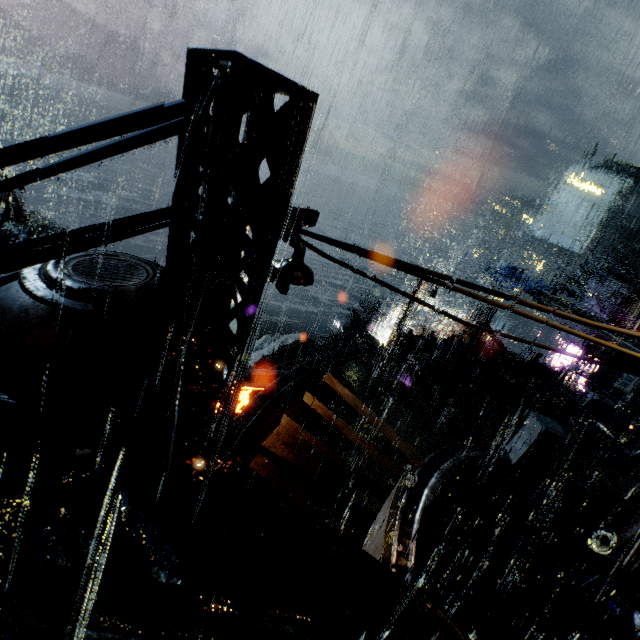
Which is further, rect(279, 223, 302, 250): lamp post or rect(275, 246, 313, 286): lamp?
rect(275, 246, 313, 286): lamp

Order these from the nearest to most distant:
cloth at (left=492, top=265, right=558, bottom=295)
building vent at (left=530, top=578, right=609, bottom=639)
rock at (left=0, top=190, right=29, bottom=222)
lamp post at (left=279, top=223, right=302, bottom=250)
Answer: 1. lamp post at (left=279, top=223, right=302, bottom=250)
2. building vent at (left=530, top=578, right=609, bottom=639)
3. cloth at (left=492, top=265, right=558, bottom=295)
4. rock at (left=0, top=190, right=29, bottom=222)

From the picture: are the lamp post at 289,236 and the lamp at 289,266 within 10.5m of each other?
yes

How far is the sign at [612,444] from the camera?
12.5m

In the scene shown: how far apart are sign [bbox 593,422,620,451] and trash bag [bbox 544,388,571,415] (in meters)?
1.21

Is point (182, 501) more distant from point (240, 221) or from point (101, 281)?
point (101, 281)

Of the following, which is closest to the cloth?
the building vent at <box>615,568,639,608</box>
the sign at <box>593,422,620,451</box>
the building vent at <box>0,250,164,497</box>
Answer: the sign at <box>593,422,620,451</box>

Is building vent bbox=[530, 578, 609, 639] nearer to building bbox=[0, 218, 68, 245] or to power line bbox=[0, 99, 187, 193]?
building bbox=[0, 218, 68, 245]
